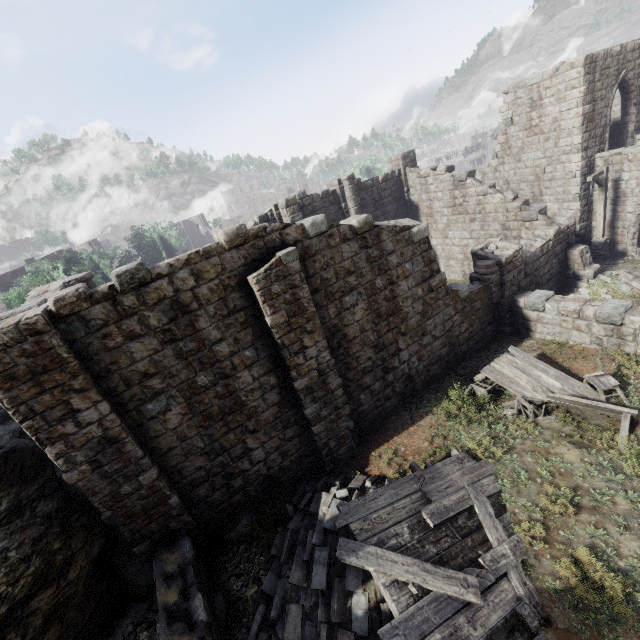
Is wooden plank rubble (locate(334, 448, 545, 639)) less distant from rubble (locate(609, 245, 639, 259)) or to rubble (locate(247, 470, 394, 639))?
rubble (locate(247, 470, 394, 639))

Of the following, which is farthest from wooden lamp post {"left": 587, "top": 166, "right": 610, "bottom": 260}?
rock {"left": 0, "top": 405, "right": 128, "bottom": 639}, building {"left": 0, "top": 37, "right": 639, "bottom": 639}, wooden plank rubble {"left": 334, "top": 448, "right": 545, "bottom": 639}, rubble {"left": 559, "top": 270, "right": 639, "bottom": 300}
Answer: rock {"left": 0, "top": 405, "right": 128, "bottom": 639}

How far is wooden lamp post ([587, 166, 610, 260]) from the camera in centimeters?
1567cm

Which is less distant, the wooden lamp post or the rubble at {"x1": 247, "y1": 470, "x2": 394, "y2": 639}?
the rubble at {"x1": 247, "y1": 470, "x2": 394, "y2": 639}

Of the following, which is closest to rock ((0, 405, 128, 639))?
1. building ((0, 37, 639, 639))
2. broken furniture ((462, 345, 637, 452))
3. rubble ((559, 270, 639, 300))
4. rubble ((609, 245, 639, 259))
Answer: building ((0, 37, 639, 639))

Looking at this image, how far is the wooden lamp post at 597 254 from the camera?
15.67m

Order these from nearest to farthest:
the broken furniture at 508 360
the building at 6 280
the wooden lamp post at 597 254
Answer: the broken furniture at 508 360, the wooden lamp post at 597 254, the building at 6 280

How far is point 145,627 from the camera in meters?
7.5 m
